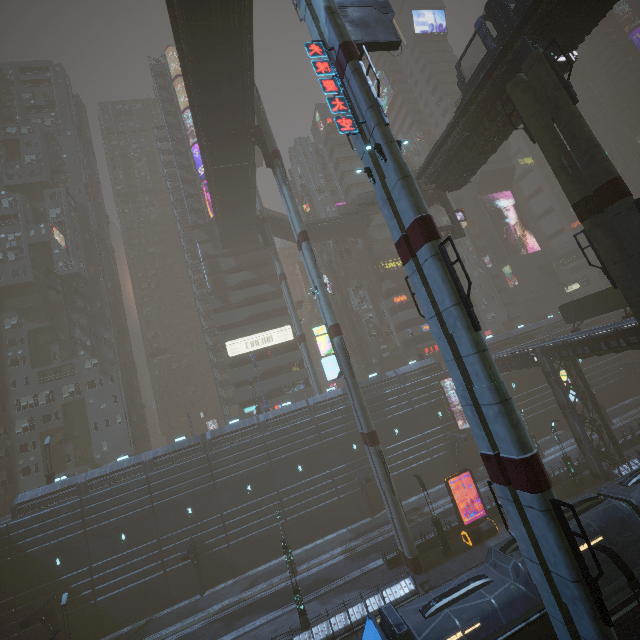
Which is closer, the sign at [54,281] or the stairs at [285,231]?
the sign at [54,281]

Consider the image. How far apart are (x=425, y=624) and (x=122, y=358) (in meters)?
55.11

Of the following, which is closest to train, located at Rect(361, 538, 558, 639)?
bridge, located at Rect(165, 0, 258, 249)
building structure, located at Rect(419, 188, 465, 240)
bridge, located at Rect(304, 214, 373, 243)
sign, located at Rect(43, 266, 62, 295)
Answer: building structure, located at Rect(419, 188, 465, 240)

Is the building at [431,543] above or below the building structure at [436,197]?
below

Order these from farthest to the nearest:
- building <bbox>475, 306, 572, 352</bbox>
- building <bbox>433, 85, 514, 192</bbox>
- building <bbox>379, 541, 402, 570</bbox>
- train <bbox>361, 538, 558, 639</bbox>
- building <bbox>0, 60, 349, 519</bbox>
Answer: building <bbox>475, 306, 572, 352</bbox>
building <bbox>0, 60, 349, 519</bbox>
building <bbox>379, 541, 402, 570</bbox>
building <bbox>433, 85, 514, 192</bbox>
train <bbox>361, 538, 558, 639</bbox>

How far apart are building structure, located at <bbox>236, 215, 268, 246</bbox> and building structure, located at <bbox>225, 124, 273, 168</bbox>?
14.71m

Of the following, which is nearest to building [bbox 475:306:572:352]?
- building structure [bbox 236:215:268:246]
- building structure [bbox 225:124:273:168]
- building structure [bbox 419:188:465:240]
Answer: building structure [bbox 236:215:268:246]

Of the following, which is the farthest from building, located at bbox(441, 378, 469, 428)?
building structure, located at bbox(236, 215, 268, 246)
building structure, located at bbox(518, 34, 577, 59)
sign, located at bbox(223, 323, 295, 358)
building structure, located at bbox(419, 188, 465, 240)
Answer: building structure, located at bbox(518, 34, 577, 59)
